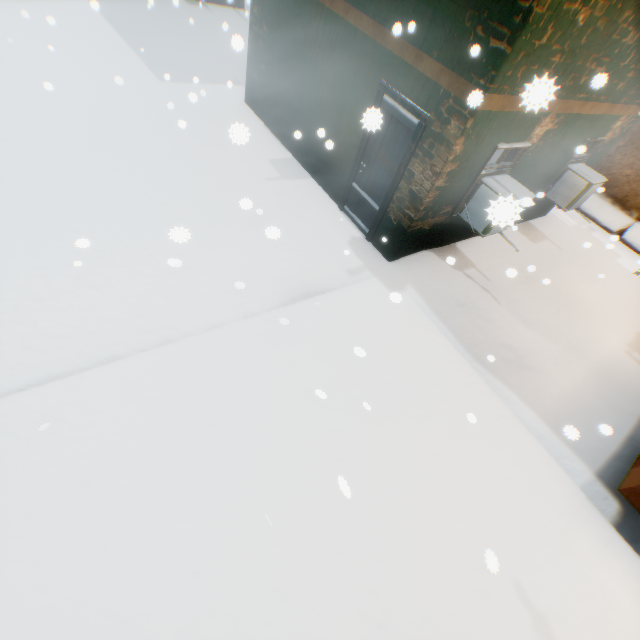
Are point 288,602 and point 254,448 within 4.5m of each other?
yes
